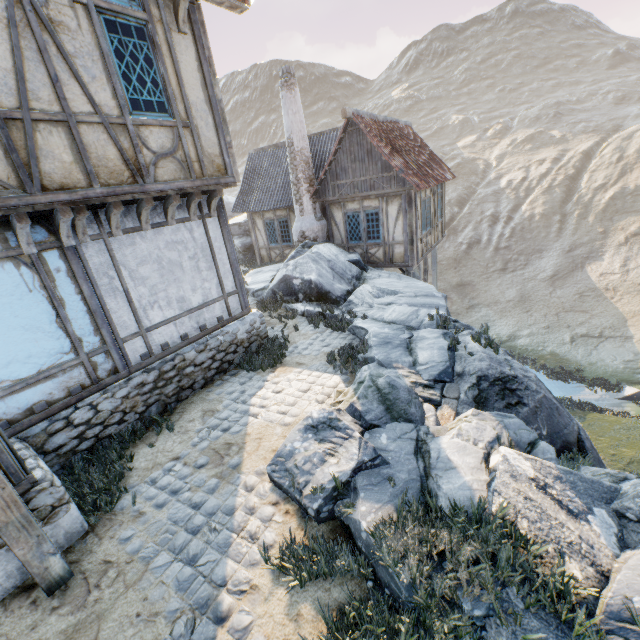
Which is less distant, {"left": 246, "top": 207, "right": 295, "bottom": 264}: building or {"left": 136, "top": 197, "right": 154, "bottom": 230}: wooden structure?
{"left": 136, "top": 197, "right": 154, "bottom": 230}: wooden structure

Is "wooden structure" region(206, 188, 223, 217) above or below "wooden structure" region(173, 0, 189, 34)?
below

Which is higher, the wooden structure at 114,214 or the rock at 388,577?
the wooden structure at 114,214

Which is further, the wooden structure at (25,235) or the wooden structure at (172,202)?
the wooden structure at (172,202)

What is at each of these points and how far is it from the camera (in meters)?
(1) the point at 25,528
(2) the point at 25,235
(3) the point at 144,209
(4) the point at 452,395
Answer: (1) wooden structure, 3.27
(2) wooden structure, 4.49
(3) wooden structure, 5.58
(4) stone blocks, 5.56

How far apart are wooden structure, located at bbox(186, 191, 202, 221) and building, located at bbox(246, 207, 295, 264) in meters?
9.5

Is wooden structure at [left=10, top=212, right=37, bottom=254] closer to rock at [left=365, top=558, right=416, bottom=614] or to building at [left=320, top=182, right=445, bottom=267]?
rock at [left=365, top=558, right=416, bottom=614]

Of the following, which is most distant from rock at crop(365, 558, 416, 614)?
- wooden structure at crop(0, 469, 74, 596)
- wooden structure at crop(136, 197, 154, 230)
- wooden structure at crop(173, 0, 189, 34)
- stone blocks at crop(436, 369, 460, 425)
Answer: wooden structure at crop(173, 0, 189, 34)
